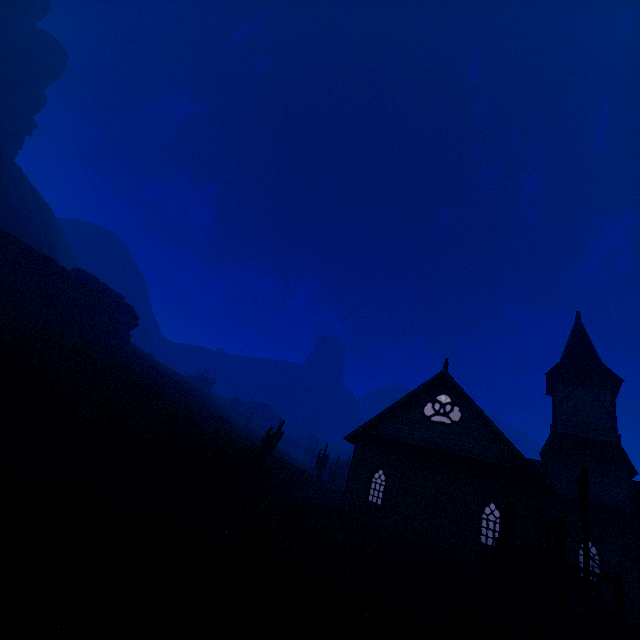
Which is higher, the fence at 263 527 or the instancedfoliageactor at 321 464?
the instancedfoliageactor at 321 464

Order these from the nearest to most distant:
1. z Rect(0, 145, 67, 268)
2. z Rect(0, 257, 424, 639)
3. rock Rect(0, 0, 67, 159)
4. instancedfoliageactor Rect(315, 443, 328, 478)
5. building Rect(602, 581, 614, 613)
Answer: z Rect(0, 257, 424, 639) → building Rect(602, 581, 614, 613) → instancedfoliageactor Rect(315, 443, 328, 478) → z Rect(0, 145, 67, 268) → rock Rect(0, 0, 67, 159)

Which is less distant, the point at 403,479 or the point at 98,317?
the point at 403,479

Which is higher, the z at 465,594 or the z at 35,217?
the z at 35,217

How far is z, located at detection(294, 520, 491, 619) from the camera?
11.7m

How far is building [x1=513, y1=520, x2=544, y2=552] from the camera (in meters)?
14.26

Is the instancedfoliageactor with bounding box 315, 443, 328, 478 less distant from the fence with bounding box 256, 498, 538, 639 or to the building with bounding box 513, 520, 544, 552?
the building with bounding box 513, 520, 544, 552
